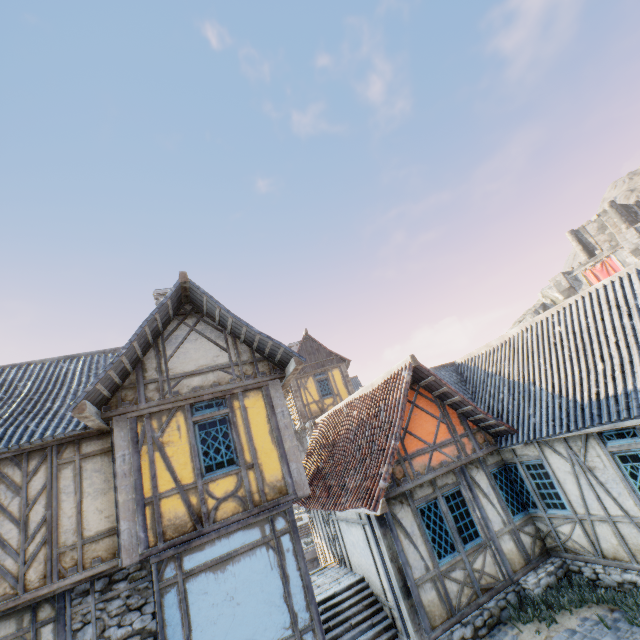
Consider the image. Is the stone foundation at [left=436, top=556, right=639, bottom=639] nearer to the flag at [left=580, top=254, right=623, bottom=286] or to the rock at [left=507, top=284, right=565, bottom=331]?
the rock at [left=507, top=284, right=565, bottom=331]

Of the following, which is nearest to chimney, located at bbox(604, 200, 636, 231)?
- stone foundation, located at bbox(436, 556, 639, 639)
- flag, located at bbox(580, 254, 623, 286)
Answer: flag, located at bbox(580, 254, 623, 286)

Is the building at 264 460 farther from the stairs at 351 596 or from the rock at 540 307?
the rock at 540 307

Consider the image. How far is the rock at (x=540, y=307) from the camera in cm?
4216

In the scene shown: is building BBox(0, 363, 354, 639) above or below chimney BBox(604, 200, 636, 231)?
below

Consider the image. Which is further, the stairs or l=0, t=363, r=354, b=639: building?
the stairs

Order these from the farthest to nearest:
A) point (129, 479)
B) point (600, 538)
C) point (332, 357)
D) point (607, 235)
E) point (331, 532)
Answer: point (607, 235) → point (332, 357) → point (331, 532) → point (600, 538) → point (129, 479)

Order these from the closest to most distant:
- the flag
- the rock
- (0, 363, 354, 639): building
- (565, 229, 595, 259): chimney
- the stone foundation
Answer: (0, 363, 354, 639): building < the stone foundation < the flag < (565, 229, 595, 259): chimney < the rock
